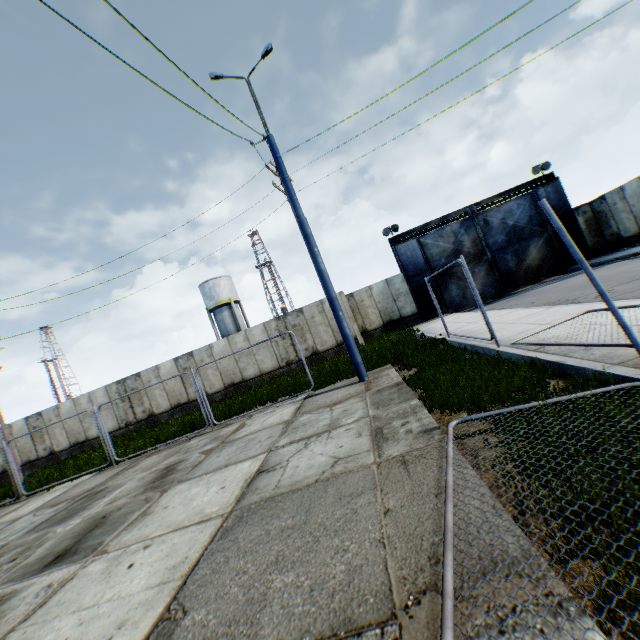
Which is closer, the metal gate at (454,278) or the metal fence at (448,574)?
the metal fence at (448,574)

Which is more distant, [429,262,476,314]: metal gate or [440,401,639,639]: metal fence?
[429,262,476,314]: metal gate

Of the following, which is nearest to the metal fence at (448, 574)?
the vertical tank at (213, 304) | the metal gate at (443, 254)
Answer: the metal gate at (443, 254)

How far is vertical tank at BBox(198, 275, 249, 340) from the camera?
37.7m

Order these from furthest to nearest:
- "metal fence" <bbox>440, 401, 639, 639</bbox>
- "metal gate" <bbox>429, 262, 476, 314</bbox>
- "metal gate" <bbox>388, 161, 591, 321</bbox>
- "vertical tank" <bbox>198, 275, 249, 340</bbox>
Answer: "vertical tank" <bbox>198, 275, 249, 340</bbox>
"metal gate" <bbox>429, 262, 476, 314</bbox>
"metal gate" <bbox>388, 161, 591, 321</bbox>
"metal fence" <bbox>440, 401, 639, 639</bbox>

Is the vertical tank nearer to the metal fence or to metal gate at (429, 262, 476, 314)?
metal gate at (429, 262, 476, 314)

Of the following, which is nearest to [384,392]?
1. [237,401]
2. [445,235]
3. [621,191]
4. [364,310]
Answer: [237,401]

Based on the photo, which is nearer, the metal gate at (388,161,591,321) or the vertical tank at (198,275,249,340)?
the metal gate at (388,161,591,321)
